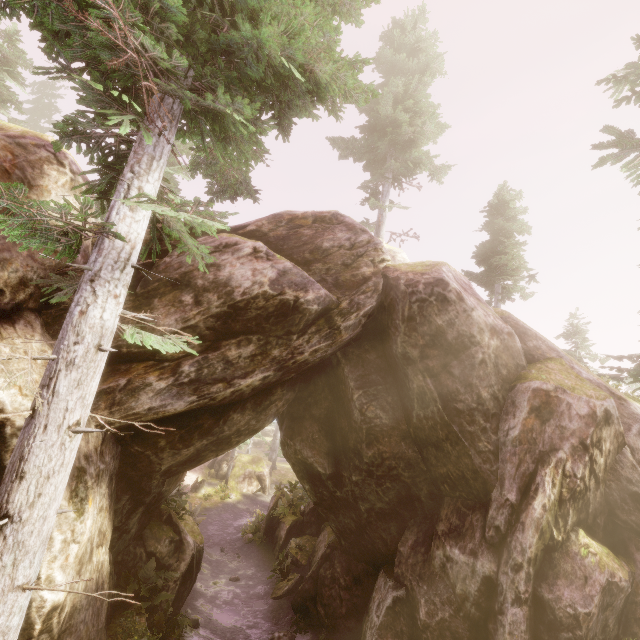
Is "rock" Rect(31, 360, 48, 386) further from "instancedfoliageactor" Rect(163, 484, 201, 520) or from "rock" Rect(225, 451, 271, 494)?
"rock" Rect(225, 451, 271, 494)

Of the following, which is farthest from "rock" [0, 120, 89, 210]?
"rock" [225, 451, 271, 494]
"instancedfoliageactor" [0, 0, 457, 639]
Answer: "rock" [225, 451, 271, 494]

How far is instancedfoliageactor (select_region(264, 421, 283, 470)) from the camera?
38.9m

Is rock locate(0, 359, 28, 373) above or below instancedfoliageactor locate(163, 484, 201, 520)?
above

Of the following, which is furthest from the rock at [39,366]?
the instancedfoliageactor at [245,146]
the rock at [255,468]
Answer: the rock at [255,468]

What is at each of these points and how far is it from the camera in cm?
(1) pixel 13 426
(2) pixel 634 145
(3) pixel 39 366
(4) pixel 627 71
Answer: (1) rock, 565
(2) instancedfoliageactor, 1070
(3) rock, 639
(4) instancedfoliageactor, 1490
